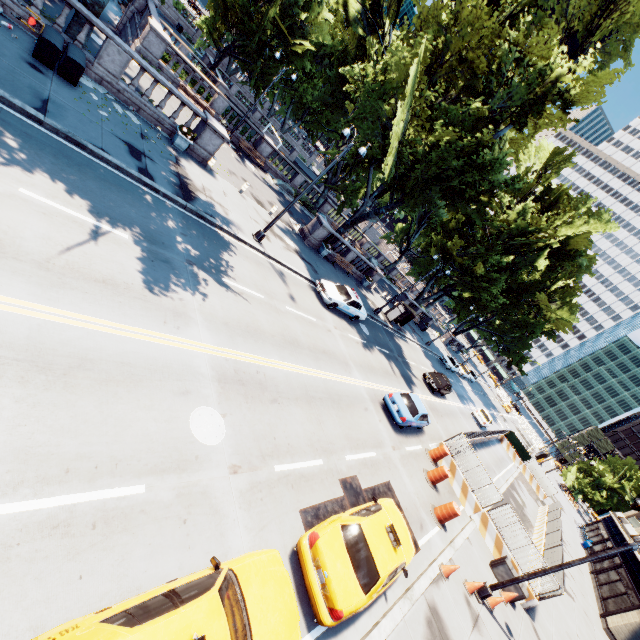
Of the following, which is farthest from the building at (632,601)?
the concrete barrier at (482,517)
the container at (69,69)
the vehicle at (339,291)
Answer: the container at (69,69)

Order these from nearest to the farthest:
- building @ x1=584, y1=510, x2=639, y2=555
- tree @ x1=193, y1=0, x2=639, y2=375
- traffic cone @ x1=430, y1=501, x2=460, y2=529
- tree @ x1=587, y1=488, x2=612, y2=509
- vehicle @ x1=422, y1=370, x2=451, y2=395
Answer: traffic cone @ x1=430, y1=501, x2=460, y2=529 → tree @ x1=193, y1=0, x2=639, y2=375 → vehicle @ x1=422, y1=370, x2=451, y2=395 → building @ x1=584, y1=510, x2=639, y2=555 → tree @ x1=587, y1=488, x2=612, y2=509

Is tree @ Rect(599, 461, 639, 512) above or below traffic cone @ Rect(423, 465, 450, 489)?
above

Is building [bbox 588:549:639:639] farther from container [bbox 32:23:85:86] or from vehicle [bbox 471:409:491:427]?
container [bbox 32:23:85:86]

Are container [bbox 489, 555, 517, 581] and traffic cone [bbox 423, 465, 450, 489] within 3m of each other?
no

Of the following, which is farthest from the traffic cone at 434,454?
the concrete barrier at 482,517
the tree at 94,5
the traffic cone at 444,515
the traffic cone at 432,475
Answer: the tree at 94,5

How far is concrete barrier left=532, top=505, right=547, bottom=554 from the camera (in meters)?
23.02

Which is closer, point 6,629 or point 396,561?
point 6,629
